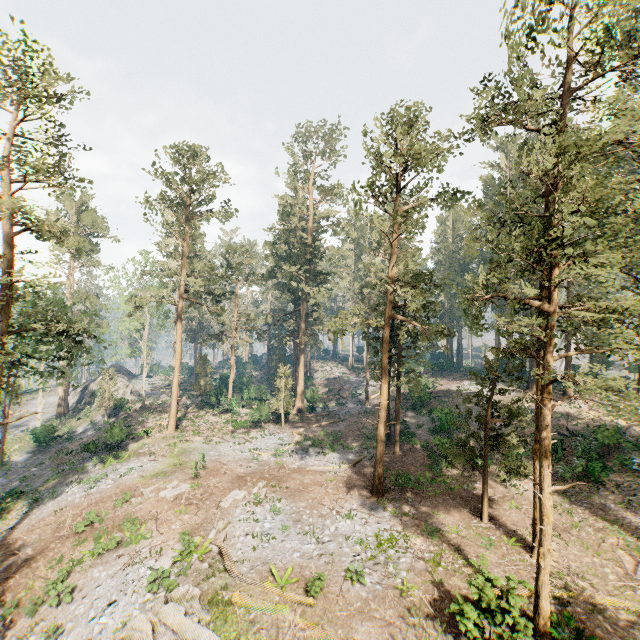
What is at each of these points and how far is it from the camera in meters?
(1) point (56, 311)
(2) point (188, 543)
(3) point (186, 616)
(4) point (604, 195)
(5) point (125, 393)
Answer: (1) foliage, 19.5 m
(2) foliage, 15.9 m
(3) rock, 11.7 m
(4) foliage, 11.7 m
(5) rock, 50.7 m

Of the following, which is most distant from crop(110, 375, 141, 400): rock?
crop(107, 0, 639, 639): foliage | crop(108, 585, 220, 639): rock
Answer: crop(108, 585, 220, 639): rock

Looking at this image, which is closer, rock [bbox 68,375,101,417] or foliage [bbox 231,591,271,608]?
foliage [bbox 231,591,271,608]

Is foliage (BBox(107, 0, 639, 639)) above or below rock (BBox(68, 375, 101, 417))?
above

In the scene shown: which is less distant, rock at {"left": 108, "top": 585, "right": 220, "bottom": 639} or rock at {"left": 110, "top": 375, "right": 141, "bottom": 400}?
rock at {"left": 108, "top": 585, "right": 220, "bottom": 639}

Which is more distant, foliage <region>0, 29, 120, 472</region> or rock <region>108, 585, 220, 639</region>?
foliage <region>0, 29, 120, 472</region>

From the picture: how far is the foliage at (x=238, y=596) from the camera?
12.7m

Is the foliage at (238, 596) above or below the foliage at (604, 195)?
below
